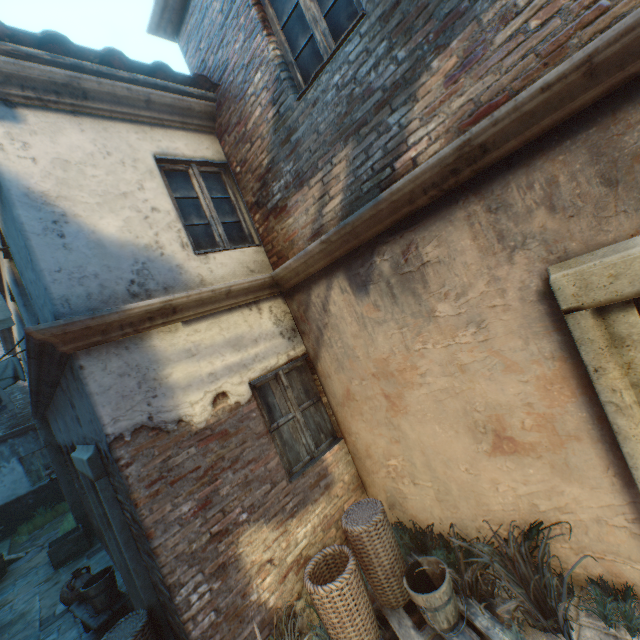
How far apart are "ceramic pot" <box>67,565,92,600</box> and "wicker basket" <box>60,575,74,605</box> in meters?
0.3 m

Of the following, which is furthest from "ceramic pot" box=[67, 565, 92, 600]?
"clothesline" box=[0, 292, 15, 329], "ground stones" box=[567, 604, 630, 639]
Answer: "ground stones" box=[567, 604, 630, 639]

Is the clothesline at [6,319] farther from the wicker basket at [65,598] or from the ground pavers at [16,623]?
the wicker basket at [65,598]

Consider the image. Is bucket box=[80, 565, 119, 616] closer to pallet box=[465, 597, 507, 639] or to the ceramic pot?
the ceramic pot

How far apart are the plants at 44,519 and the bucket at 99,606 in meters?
10.6

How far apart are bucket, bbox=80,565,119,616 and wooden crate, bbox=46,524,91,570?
4.54m

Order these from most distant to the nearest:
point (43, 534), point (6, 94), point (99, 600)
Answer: point (43, 534) → point (99, 600) → point (6, 94)

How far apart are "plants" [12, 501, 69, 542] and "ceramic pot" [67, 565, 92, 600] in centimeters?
979cm
